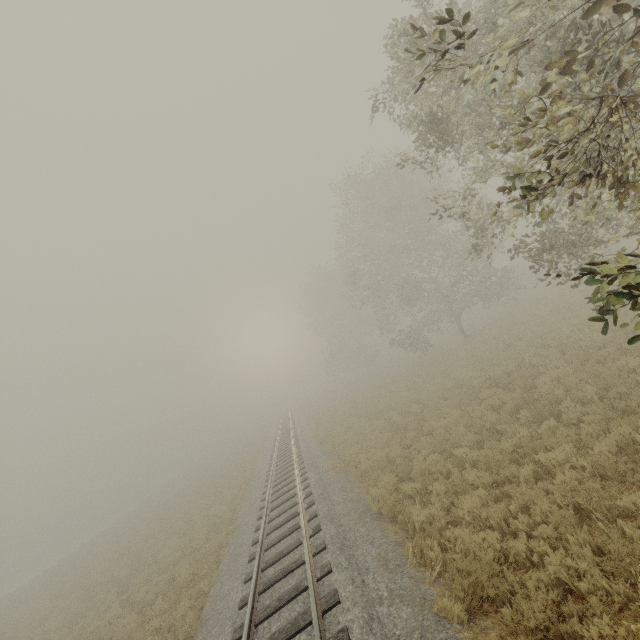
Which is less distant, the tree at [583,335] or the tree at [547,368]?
the tree at [547,368]

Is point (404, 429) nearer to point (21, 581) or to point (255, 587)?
point (255, 587)

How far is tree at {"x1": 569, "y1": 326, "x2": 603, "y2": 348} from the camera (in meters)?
12.07

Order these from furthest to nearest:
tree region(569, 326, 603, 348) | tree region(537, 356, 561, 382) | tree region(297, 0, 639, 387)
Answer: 1. tree region(569, 326, 603, 348)
2. tree region(537, 356, 561, 382)
3. tree region(297, 0, 639, 387)

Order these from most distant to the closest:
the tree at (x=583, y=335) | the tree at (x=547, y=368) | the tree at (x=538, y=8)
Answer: the tree at (x=583, y=335) → the tree at (x=547, y=368) → the tree at (x=538, y=8)

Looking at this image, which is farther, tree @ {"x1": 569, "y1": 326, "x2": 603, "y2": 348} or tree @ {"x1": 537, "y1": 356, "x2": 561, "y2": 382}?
tree @ {"x1": 569, "y1": 326, "x2": 603, "y2": 348}
